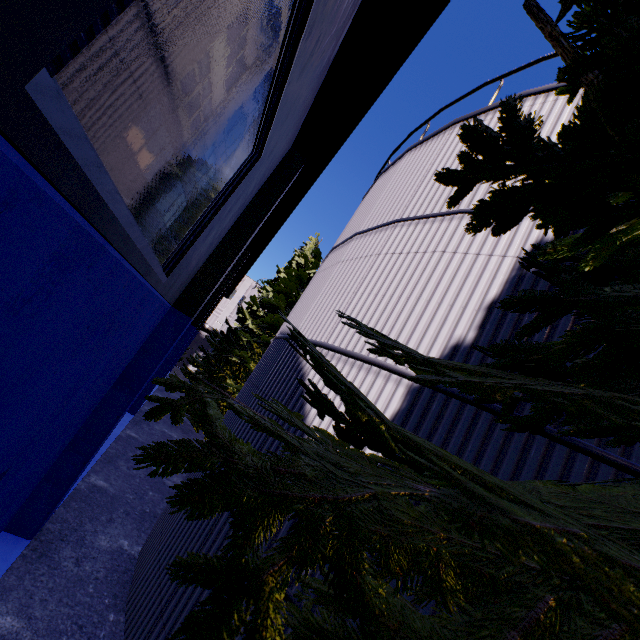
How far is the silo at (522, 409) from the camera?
3.6 meters

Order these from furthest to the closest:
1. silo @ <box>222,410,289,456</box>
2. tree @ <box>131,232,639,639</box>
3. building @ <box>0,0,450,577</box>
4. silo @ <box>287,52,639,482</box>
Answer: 1. silo @ <box>222,410,289,456</box>
2. silo @ <box>287,52,639,482</box>
3. building @ <box>0,0,450,577</box>
4. tree @ <box>131,232,639,639</box>

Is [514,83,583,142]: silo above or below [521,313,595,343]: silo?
above

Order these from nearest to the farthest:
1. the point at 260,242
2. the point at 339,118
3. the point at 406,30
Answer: the point at 406,30 → the point at 339,118 → the point at 260,242

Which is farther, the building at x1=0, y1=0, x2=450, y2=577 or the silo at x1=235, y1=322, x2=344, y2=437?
the silo at x1=235, y1=322, x2=344, y2=437

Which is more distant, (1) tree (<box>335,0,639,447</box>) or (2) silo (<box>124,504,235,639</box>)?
(2) silo (<box>124,504,235,639</box>)

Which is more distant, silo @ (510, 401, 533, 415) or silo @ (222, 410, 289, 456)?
silo @ (222, 410, 289, 456)

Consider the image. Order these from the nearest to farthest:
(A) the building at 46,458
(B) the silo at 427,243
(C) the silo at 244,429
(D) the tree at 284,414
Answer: (D) the tree at 284,414 → (A) the building at 46,458 → (B) the silo at 427,243 → (C) the silo at 244,429
